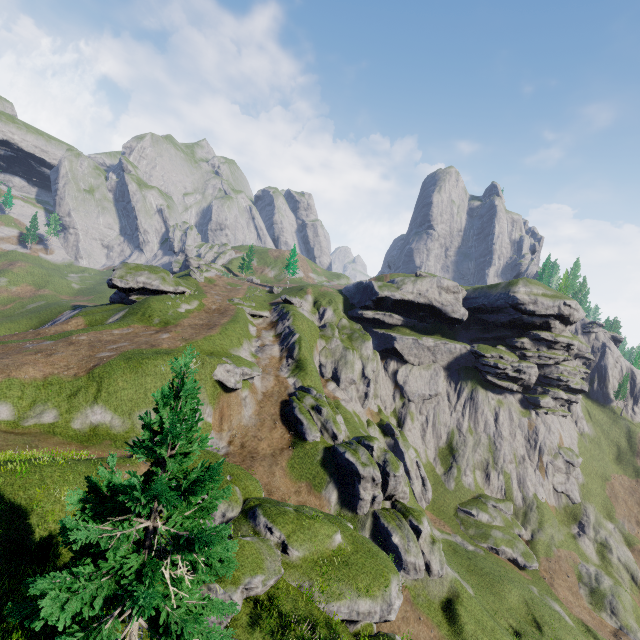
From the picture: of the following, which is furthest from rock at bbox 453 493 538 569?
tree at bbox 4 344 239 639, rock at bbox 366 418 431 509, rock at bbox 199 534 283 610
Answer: tree at bbox 4 344 239 639

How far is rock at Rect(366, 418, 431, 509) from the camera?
50.66m

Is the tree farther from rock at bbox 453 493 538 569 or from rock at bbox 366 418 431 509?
rock at bbox 453 493 538 569

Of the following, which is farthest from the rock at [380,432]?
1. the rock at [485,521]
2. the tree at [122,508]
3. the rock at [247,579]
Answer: the tree at [122,508]

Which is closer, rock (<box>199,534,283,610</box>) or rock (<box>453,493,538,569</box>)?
rock (<box>199,534,283,610</box>)

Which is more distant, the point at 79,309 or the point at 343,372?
the point at 79,309

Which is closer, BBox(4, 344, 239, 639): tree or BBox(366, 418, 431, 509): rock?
BBox(4, 344, 239, 639): tree
